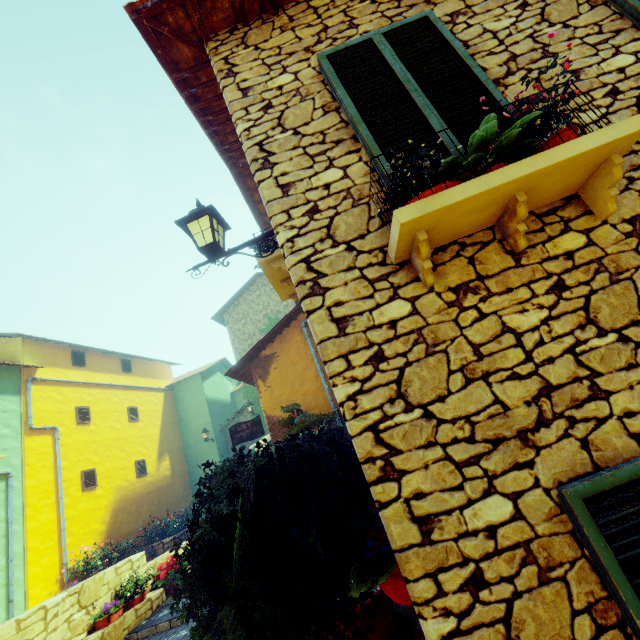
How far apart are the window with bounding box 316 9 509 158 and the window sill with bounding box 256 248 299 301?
2.1m

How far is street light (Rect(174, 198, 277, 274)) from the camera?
2.88m

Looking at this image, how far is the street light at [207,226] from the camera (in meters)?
2.88

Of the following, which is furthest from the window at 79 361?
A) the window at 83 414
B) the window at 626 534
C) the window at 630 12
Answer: the window at 630 12

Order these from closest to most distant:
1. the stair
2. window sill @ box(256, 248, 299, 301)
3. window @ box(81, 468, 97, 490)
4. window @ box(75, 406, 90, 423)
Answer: window sill @ box(256, 248, 299, 301)
the stair
window @ box(81, 468, 97, 490)
window @ box(75, 406, 90, 423)

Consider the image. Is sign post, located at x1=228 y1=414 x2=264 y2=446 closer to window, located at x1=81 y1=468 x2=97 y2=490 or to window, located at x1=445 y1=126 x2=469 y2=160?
window, located at x1=81 y1=468 x2=97 y2=490

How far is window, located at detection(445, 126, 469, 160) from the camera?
2.4m

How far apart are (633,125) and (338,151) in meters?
1.9 m
